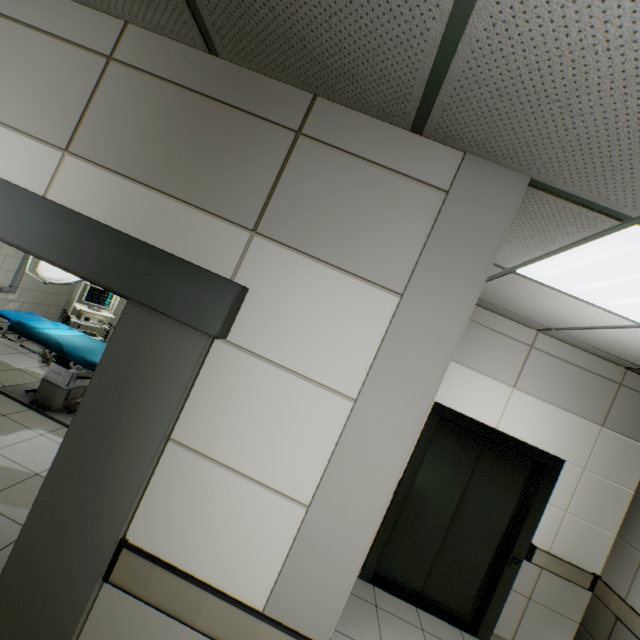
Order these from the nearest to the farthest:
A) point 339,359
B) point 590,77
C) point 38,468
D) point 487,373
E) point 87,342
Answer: point 590,77 → point 339,359 → point 38,468 → point 487,373 → point 87,342

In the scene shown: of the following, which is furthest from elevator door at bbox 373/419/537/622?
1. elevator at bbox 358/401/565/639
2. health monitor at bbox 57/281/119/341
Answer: health monitor at bbox 57/281/119/341

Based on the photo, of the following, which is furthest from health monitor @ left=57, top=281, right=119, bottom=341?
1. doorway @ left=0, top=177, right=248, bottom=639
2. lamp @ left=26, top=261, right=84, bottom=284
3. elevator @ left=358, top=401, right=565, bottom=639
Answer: elevator @ left=358, top=401, right=565, bottom=639

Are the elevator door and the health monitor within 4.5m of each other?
no

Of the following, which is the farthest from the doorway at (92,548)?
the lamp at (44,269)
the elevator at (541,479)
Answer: the elevator at (541,479)

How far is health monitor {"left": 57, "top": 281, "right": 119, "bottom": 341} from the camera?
5.0m

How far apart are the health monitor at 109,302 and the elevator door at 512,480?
5.1 meters

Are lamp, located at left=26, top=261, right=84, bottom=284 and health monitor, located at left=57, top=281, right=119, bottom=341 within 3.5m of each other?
yes
